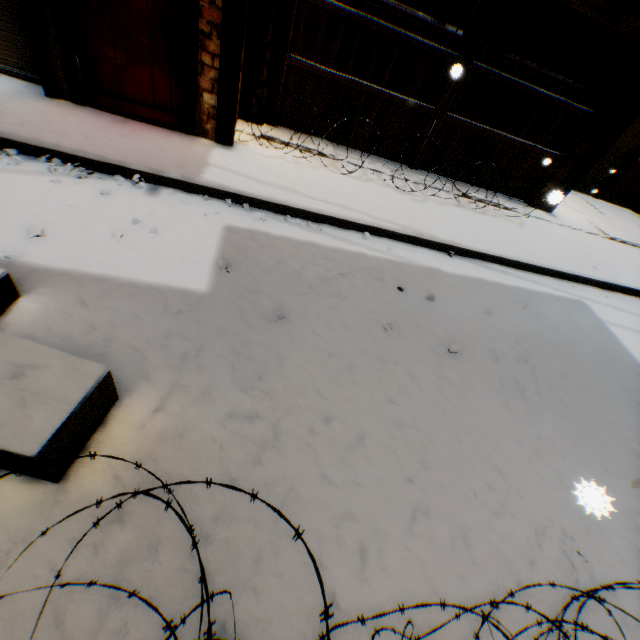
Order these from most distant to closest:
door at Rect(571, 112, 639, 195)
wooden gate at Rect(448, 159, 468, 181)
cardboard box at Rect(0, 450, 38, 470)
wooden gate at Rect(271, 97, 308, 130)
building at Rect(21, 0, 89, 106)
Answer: door at Rect(571, 112, 639, 195), wooden gate at Rect(448, 159, 468, 181), wooden gate at Rect(271, 97, 308, 130), building at Rect(21, 0, 89, 106), cardboard box at Rect(0, 450, 38, 470)

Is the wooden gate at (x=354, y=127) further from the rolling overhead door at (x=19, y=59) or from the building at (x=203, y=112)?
the rolling overhead door at (x=19, y=59)

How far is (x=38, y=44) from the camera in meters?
3.8

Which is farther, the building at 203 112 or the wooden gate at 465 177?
the wooden gate at 465 177

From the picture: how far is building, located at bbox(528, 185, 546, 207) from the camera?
6.97m

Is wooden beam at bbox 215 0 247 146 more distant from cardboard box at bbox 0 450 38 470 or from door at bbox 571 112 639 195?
cardboard box at bbox 0 450 38 470

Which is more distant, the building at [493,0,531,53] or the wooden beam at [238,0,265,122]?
the building at [493,0,531,53]

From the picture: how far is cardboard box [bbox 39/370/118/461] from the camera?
1.6 meters
